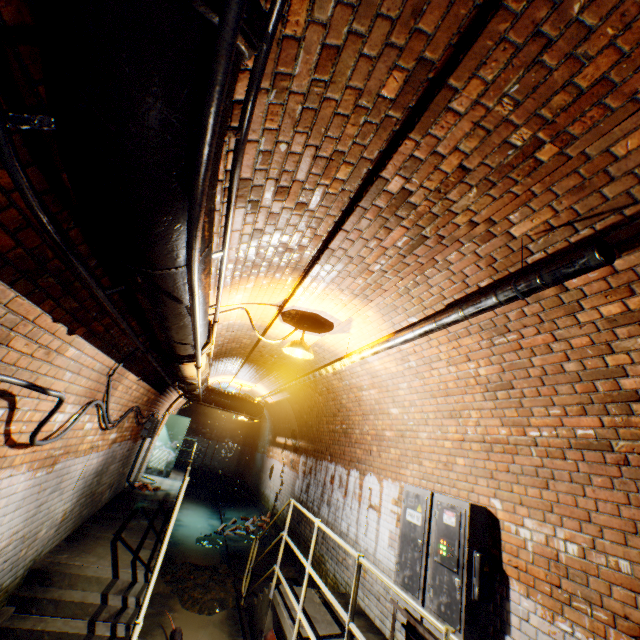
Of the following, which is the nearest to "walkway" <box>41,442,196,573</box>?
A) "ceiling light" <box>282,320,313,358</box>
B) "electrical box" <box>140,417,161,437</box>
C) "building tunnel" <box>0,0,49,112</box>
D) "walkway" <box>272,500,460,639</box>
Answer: "building tunnel" <box>0,0,49,112</box>

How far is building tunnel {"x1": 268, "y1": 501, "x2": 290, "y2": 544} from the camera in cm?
945

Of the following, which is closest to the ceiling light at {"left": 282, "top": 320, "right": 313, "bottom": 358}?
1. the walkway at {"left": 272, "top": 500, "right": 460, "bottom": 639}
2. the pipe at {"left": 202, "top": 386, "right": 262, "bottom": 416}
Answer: Result: the walkway at {"left": 272, "top": 500, "right": 460, "bottom": 639}

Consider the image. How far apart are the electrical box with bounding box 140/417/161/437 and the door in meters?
3.7 m

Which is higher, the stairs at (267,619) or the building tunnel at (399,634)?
the building tunnel at (399,634)

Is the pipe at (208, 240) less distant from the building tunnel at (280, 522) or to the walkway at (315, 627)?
the building tunnel at (280, 522)

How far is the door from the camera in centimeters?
1143cm

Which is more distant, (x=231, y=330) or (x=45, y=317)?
(x=231, y=330)
